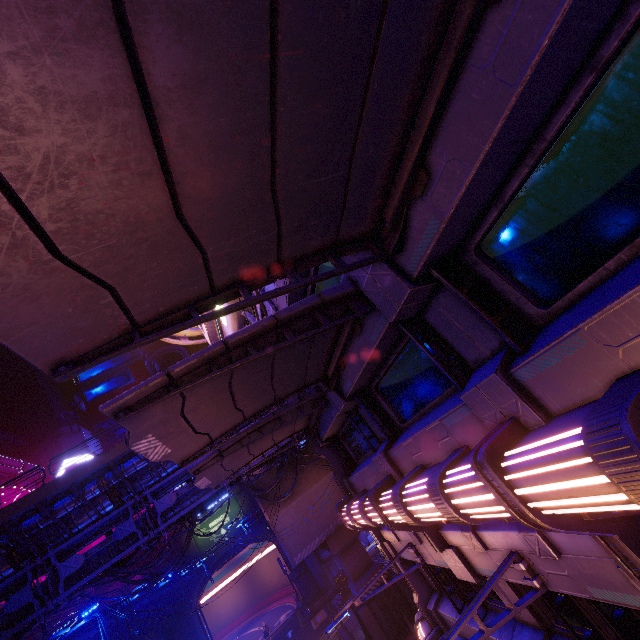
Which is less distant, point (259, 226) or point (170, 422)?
point (259, 226)

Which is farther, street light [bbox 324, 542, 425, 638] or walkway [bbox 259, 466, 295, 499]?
walkway [bbox 259, 466, 295, 499]

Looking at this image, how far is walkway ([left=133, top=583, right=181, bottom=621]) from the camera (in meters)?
26.95

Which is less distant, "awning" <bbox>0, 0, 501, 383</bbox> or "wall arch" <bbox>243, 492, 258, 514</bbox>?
"awning" <bbox>0, 0, 501, 383</bbox>

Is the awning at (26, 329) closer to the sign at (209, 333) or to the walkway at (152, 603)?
the sign at (209, 333)

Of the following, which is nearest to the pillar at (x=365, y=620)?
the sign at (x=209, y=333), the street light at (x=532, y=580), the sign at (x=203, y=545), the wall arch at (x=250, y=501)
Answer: the sign at (x=209, y=333)

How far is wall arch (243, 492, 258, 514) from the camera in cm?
4931
